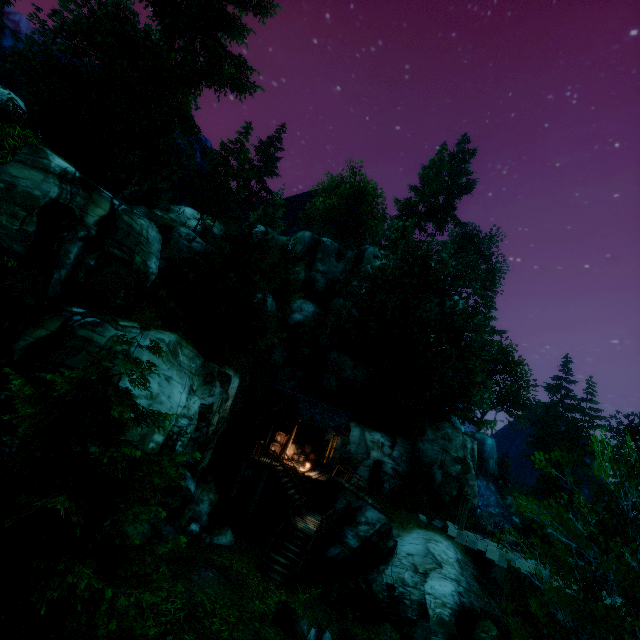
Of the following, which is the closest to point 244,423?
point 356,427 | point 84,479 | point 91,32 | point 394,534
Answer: point 356,427

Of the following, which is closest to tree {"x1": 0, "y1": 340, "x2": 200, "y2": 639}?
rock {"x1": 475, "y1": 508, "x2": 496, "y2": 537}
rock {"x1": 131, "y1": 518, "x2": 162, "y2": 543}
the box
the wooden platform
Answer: rock {"x1": 131, "y1": 518, "x2": 162, "y2": 543}

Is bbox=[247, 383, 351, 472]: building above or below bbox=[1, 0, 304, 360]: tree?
below

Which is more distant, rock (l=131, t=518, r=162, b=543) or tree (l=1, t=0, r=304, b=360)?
tree (l=1, t=0, r=304, b=360)

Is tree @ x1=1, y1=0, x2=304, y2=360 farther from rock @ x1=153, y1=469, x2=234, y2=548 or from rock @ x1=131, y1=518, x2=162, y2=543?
rock @ x1=153, y1=469, x2=234, y2=548

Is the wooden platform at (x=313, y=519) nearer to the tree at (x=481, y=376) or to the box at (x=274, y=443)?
the box at (x=274, y=443)

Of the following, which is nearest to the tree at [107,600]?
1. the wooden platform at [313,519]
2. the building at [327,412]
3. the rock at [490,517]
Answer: the building at [327,412]

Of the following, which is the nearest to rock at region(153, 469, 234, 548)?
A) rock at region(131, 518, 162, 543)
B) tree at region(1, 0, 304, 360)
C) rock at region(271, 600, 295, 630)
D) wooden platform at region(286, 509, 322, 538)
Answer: rock at region(131, 518, 162, 543)
